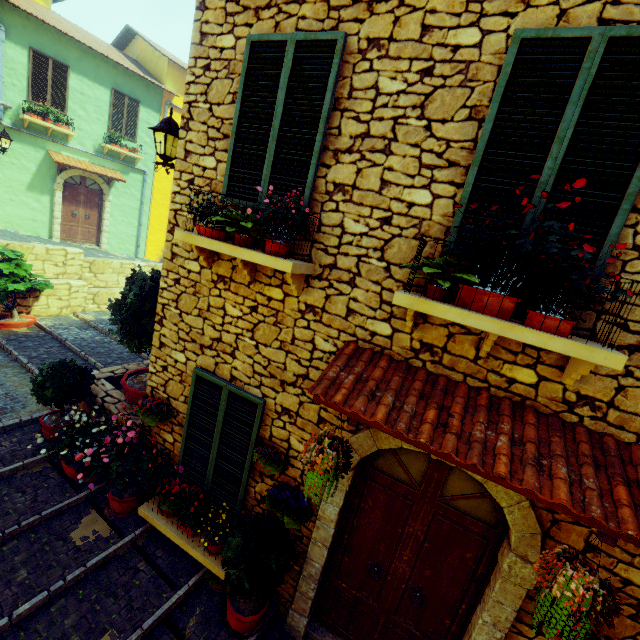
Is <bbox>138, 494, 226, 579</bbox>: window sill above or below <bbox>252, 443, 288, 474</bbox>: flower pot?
below

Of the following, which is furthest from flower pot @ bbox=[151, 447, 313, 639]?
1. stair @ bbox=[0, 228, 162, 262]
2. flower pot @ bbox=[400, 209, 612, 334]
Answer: stair @ bbox=[0, 228, 162, 262]

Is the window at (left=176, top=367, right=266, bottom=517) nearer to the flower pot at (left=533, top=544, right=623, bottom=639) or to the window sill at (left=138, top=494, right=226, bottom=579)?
the window sill at (left=138, top=494, right=226, bottom=579)

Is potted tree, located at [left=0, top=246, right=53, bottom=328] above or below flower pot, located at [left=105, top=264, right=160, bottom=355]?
below

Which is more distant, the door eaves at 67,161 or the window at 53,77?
the door eaves at 67,161

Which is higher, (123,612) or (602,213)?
(602,213)

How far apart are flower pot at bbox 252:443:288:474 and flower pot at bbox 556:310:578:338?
2.8 meters

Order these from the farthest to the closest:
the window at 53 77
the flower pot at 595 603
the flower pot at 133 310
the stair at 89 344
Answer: the window at 53 77
the stair at 89 344
the flower pot at 133 310
the flower pot at 595 603
